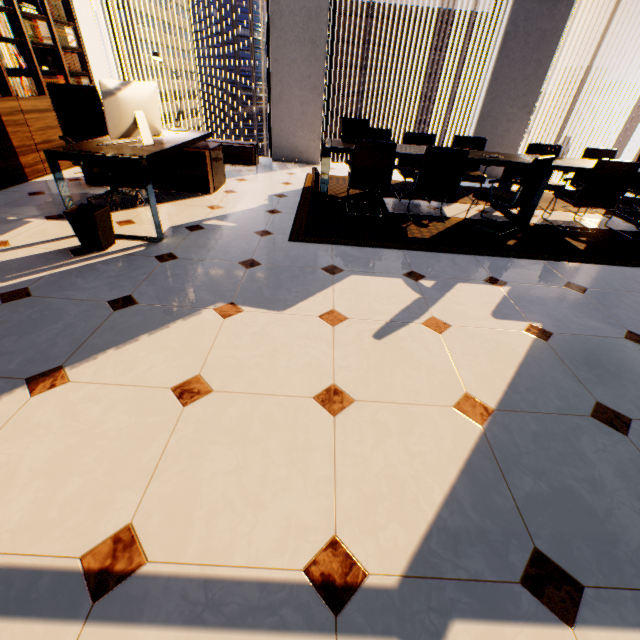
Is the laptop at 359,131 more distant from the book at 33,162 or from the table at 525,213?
the book at 33,162

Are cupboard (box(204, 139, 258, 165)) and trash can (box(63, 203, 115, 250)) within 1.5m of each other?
no

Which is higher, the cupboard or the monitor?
the monitor

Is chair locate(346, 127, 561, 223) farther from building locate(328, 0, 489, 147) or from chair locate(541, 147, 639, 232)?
building locate(328, 0, 489, 147)

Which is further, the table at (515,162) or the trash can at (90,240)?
the table at (515,162)

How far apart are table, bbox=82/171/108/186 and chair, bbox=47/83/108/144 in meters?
0.1

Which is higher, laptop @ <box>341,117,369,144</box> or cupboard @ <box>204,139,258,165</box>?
laptop @ <box>341,117,369,144</box>

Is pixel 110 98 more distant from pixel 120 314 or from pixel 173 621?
pixel 173 621
